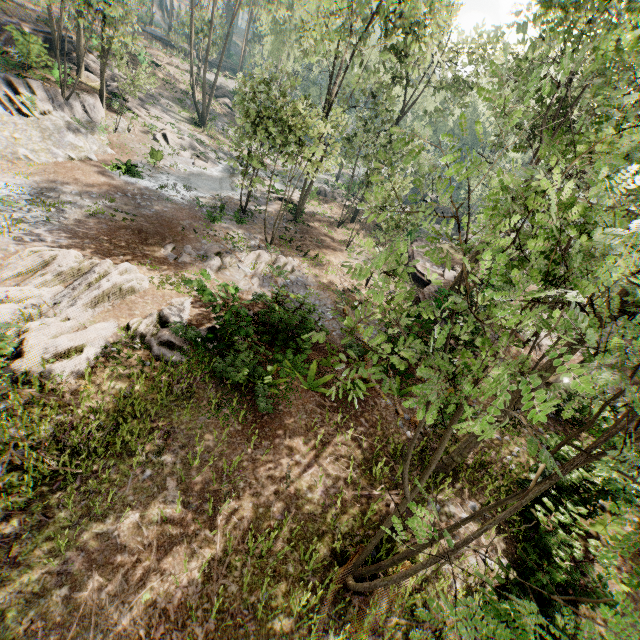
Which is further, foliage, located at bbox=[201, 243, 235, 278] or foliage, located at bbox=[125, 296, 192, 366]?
foliage, located at bbox=[201, 243, 235, 278]

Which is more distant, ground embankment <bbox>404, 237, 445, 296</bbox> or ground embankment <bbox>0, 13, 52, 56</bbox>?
ground embankment <bbox>404, 237, 445, 296</bbox>

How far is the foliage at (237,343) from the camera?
11.27m

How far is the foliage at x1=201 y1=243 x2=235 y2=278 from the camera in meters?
16.8 m

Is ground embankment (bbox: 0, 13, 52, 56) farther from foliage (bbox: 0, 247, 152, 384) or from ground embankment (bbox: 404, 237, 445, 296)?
ground embankment (bbox: 404, 237, 445, 296)

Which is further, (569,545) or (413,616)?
(569,545)

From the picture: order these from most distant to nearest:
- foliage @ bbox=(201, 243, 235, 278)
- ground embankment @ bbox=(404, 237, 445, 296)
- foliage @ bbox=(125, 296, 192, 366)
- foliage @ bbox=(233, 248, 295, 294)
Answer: ground embankment @ bbox=(404, 237, 445, 296) < foliage @ bbox=(233, 248, 295, 294) < foliage @ bbox=(201, 243, 235, 278) < foliage @ bbox=(125, 296, 192, 366)

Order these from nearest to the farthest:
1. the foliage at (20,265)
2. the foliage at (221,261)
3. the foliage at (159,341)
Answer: the foliage at (20,265) → the foliage at (159,341) → the foliage at (221,261)
